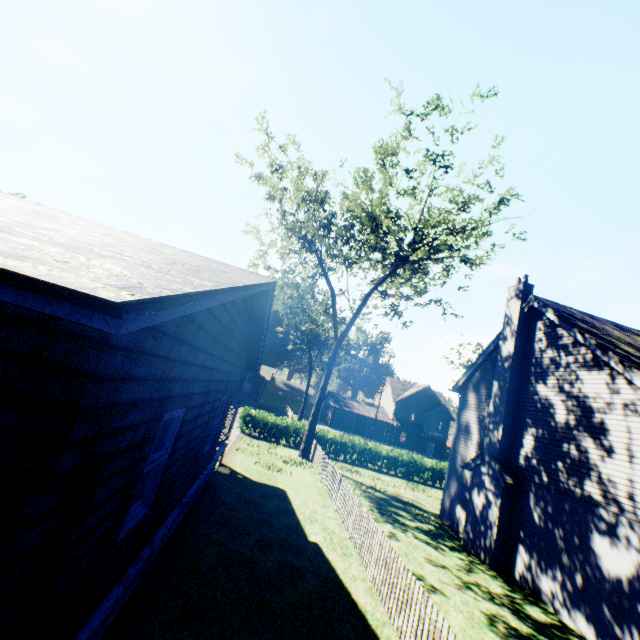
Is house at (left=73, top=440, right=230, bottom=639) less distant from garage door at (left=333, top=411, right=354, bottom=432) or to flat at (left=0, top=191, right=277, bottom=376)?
flat at (left=0, top=191, right=277, bottom=376)

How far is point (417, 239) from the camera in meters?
22.2

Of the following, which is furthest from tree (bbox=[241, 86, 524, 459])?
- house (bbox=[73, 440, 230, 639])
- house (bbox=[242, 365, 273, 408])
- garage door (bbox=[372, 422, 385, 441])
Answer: house (bbox=[242, 365, 273, 408])

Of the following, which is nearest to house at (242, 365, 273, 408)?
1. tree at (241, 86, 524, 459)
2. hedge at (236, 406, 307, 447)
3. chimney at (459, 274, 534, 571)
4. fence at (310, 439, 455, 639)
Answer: hedge at (236, 406, 307, 447)

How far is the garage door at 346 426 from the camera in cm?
5225

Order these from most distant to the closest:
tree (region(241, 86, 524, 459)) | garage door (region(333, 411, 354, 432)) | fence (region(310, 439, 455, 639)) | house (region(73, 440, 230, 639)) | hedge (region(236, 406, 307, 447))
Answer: garage door (region(333, 411, 354, 432)) → hedge (region(236, 406, 307, 447)) → tree (region(241, 86, 524, 459)) → fence (region(310, 439, 455, 639)) → house (region(73, 440, 230, 639))

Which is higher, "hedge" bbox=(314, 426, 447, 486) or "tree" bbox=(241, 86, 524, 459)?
"tree" bbox=(241, 86, 524, 459)

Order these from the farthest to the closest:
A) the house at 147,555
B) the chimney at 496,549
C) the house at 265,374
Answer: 1. the house at 265,374
2. the chimney at 496,549
3. the house at 147,555
